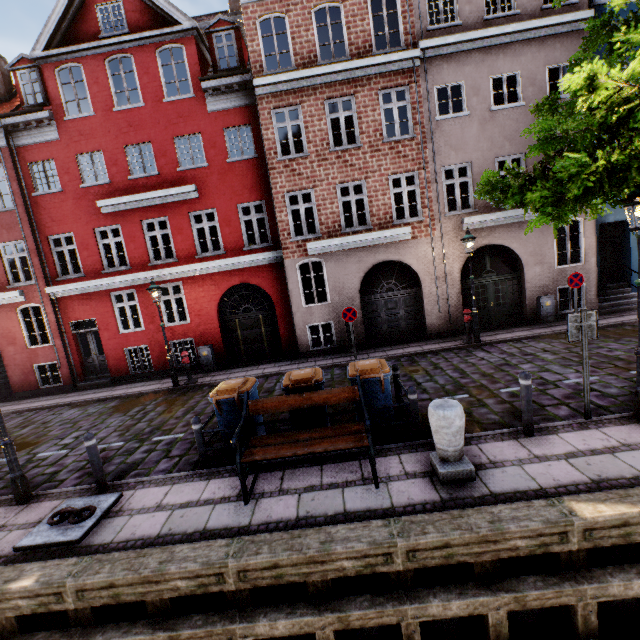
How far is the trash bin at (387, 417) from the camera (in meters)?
6.20

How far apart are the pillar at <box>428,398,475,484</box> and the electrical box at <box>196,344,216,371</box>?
10.2m

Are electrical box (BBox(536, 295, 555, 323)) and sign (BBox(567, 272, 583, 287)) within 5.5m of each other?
yes

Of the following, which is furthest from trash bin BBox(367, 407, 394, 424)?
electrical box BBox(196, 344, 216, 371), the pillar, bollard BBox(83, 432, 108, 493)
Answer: electrical box BBox(196, 344, 216, 371)

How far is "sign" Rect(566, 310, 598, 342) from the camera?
5.4m

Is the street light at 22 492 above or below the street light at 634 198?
below

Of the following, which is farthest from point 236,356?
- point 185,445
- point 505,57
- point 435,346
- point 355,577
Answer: point 505,57

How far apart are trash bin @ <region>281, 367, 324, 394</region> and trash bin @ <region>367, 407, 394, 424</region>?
0.44m
